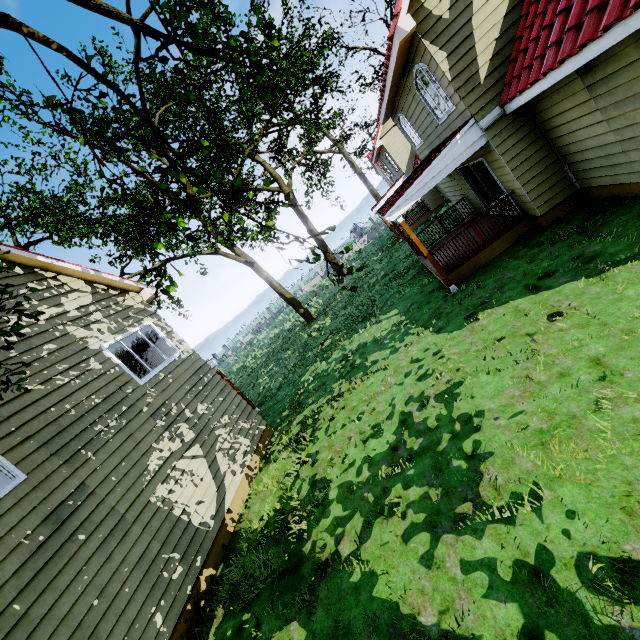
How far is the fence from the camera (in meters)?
41.41

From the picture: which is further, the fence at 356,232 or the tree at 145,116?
the fence at 356,232

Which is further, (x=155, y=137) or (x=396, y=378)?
(x=155, y=137)

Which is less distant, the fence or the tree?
the tree

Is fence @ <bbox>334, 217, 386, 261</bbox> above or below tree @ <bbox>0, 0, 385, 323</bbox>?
below

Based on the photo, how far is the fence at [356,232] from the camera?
41.4 meters
